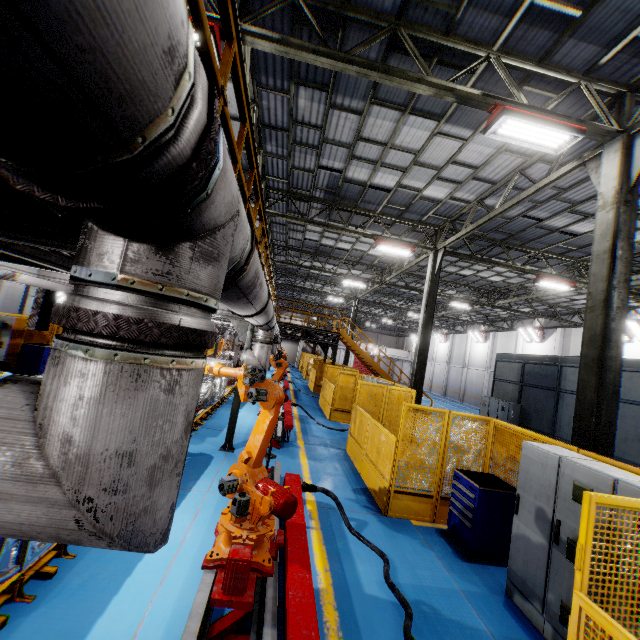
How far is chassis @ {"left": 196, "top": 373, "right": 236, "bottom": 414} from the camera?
10.1 meters

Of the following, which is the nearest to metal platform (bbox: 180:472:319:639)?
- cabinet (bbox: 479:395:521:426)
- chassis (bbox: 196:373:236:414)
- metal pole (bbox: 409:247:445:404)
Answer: chassis (bbox: 196:373:236:414)

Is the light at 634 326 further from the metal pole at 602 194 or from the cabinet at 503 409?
the metal pole at 602 194

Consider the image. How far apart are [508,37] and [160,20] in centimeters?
800cm

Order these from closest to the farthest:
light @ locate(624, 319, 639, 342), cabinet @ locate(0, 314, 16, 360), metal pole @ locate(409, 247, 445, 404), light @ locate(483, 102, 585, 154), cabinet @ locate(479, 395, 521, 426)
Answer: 1. light @ locate(483, 102, 585, 154)
2. cabinet @ locate(0, 314, 16, 360)
3. metal pole @ locate(409, 247, 445, 404)
4. cabinet @ locate(479, 395, 521, 426)
5. light @ locate(624, 319, 639, 342)

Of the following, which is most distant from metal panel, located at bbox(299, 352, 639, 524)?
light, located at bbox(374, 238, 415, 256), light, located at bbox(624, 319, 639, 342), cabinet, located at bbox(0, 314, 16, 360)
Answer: light, located at bbox(624, 319, 639, 342)

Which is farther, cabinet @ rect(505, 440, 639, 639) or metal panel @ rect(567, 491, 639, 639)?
cabinet @ rect(505, 440, 639, 639)

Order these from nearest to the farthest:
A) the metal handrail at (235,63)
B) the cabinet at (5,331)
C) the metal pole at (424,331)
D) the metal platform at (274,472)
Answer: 1. the metal handrail at (235,63)
2. the metal platform at (274,472)
3. the cabinet at (5,331)
4. the metal pole at (424,331)
